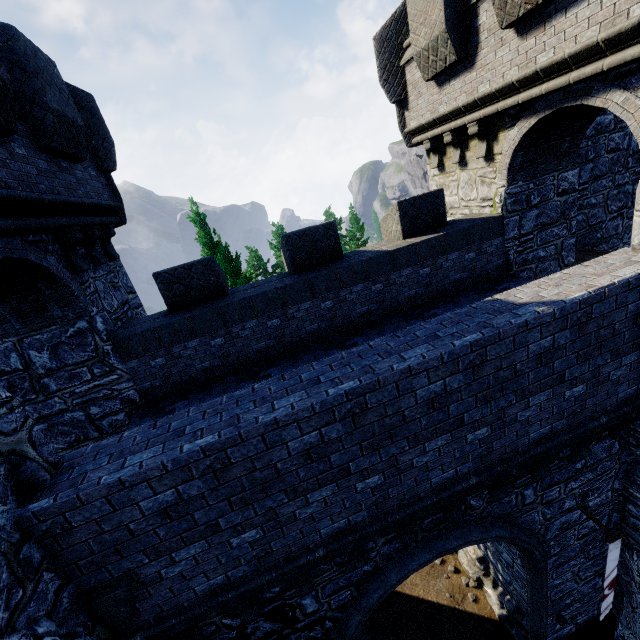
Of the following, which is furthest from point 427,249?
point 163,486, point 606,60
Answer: point 163,486

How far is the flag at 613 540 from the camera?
6.3m

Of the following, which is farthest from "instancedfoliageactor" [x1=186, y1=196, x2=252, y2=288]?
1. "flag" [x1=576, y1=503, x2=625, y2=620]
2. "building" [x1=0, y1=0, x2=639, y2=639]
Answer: "flag" [x1=576, y1=503, x2=625, y2=620]

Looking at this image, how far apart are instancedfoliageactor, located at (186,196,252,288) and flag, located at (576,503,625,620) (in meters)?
13.22

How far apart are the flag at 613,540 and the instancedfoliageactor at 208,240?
13.2m

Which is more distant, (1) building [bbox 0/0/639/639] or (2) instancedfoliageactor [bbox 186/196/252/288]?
(2) instancedfoliageactor [bbox 186/196/252/288]

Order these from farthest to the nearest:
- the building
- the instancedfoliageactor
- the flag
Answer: the instancedfoliageactor, the flag, the building

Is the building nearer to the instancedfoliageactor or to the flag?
the flag
